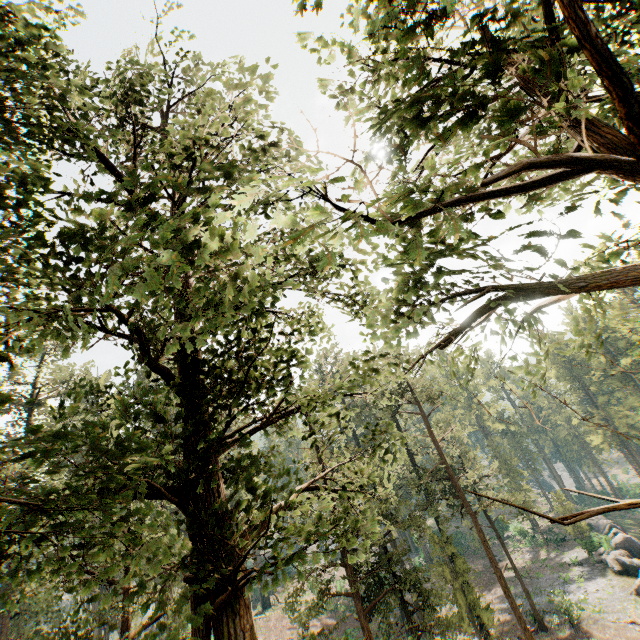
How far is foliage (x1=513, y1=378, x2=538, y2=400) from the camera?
4.9m

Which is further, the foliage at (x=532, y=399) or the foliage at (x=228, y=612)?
the foliage at (x=532, y=399)

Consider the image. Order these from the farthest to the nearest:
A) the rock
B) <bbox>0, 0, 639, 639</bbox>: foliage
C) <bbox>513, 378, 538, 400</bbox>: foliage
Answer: the rock, <bbox>513, 378, 538, 400</bbox>: foliage, <bbox>0, 0, 639, 639</bbox>: foliage

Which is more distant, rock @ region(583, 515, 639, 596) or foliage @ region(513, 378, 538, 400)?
rock @ region(583, 515, 639, 596)

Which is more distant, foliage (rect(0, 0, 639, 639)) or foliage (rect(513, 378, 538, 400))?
foliage (rect(513, 378, 538, 400))

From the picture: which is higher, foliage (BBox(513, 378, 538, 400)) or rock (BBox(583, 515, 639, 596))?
foliage (BBox(513, 378, 538, 400))

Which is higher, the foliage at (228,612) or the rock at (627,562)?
the foliage at (228,612)

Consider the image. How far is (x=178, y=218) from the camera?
4.42m
